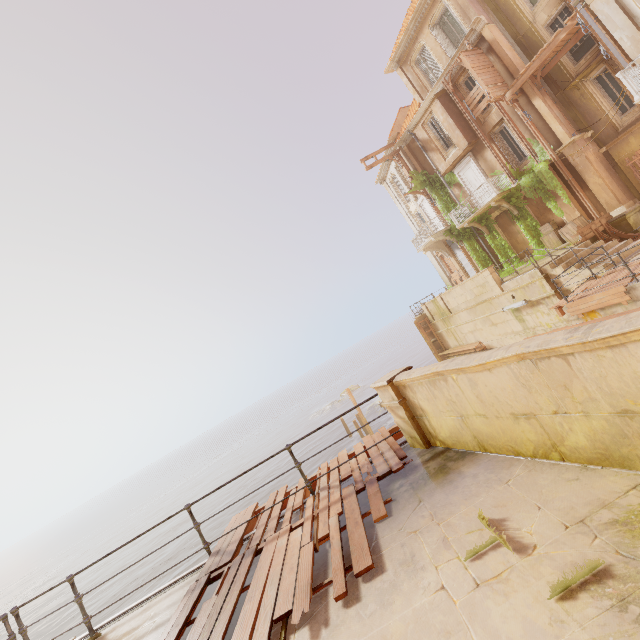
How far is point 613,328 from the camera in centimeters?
221cm

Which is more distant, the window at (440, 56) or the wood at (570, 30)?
the window at (440, 56)

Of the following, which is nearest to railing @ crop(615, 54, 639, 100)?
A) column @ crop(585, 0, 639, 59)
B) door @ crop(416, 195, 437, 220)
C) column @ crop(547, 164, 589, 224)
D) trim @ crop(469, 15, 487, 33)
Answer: column @ crop(585, 0, 639, 59)

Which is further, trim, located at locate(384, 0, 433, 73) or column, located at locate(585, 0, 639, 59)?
trim, located at locate(384, 0, 433, 73)

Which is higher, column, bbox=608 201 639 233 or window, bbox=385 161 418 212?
window, bbox=385 161 418 212

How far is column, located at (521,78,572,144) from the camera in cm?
1641

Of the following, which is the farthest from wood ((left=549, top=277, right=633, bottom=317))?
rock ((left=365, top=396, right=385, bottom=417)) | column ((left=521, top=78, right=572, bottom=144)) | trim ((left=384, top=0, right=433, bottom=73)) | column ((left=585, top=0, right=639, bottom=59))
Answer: rock ((left=365, top=396, right=385, bottom=417))

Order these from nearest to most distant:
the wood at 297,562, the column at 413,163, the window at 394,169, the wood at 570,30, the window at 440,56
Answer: the wood at 297,562 → the wood at 570,30 → the window at 440,56 → the column at 413,163 → the window at 394,169
